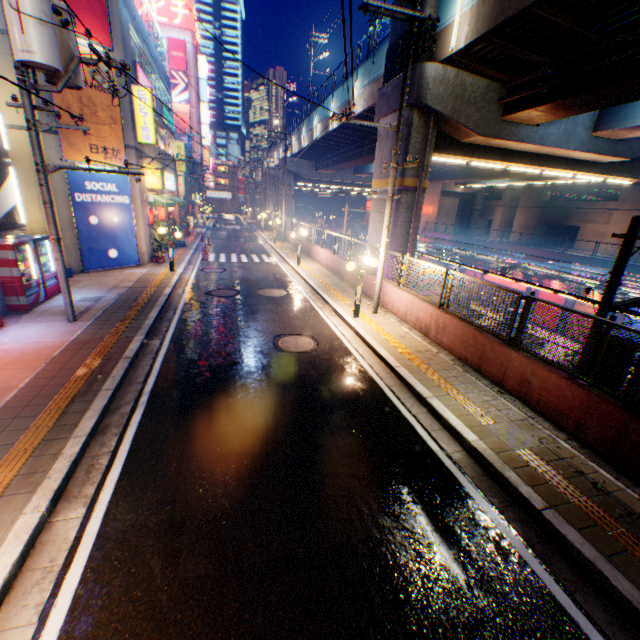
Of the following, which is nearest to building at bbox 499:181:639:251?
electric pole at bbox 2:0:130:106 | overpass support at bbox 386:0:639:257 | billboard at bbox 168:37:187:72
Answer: overpass support at bbox 386:0:639:257

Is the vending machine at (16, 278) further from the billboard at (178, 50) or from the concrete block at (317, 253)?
the billboard at (178, 50)

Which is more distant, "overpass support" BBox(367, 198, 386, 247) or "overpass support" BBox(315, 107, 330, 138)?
"overpass support" BBox(315, 107, 330, 138)

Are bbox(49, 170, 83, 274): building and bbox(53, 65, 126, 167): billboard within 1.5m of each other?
yes

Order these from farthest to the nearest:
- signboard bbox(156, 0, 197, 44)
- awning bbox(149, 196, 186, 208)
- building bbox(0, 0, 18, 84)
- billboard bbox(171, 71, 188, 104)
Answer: billboard bbox(171, 71, 188, 104), signboard bbox(156, 0, 197, 44), awning bbox(149, 196, 186, 208), building bbox(0, 0, 18, 84)

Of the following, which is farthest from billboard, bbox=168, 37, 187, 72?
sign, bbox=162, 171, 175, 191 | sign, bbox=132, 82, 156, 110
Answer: sign, bbox=132, 82, 156, 110

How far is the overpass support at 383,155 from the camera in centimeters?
1581cm

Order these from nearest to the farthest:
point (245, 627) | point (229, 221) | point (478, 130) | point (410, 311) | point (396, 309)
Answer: point (245, 627) → point (410, 311) → point (396, 309) → point (478, 130) → point (229, 221)
